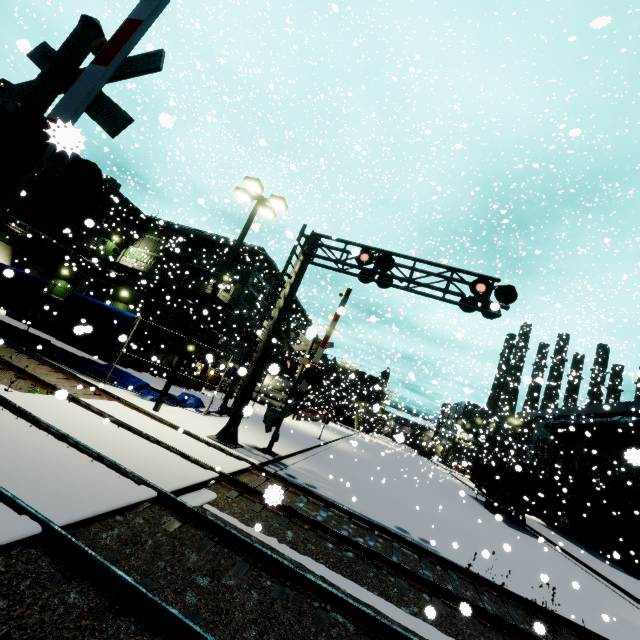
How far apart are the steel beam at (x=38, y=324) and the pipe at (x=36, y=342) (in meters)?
1.52

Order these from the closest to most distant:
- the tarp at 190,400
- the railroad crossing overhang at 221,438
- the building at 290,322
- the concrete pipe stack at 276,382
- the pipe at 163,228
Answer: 1. the railroad crossing overhang at 221,438
2. the tarp at 190,400
3. the pipe at 163,228
4. the concrete pipe stack at 276,382
5. the building at 290,322

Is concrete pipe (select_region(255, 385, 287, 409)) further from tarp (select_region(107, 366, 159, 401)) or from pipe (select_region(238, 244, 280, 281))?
pipe (select_region(238, 244, 280, 281))

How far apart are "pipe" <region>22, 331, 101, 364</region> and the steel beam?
1.52m

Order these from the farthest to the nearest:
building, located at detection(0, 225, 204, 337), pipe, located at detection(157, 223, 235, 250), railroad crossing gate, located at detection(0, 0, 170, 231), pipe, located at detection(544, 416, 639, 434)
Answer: pipe, located at detection(157, 223, 235, 250) < building, located at detection(0, 225, 204, 337) < pipe, located at detection(544, 416, 639, 434) < railroad crossing gate, located at detection(0, 0, 170, 231)

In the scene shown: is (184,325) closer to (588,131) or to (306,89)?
(306,89)

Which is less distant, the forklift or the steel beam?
the steel beam

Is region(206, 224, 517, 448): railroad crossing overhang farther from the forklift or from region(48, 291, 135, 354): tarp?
the forklift
